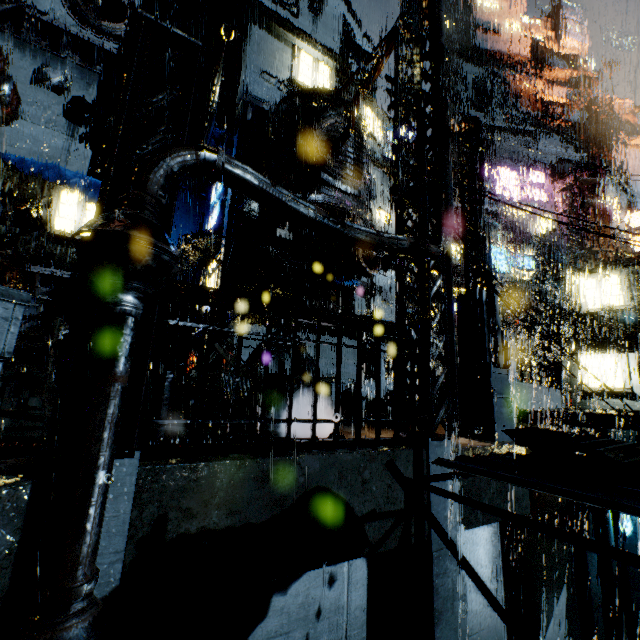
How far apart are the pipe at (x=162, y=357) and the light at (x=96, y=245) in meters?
16.8

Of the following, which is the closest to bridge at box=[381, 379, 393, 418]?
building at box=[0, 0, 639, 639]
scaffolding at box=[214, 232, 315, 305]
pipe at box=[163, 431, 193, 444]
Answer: Answer: building at box=[0, 0, 639, 639]

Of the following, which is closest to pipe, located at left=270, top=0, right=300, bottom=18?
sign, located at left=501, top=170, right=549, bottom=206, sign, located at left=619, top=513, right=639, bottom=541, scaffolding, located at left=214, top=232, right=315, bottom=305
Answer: scaffolding, located at left=214, top=232, right=315, bottom=305

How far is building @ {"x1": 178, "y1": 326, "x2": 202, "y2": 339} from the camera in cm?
2257

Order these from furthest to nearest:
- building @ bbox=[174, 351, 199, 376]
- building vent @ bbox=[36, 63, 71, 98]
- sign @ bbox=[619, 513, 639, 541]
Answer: building vent @ bbox=[36, 63, 71, 98], building @ bbox=[174, 351, 199, 376], sign @ bbox=[619, 513, 639, 541]

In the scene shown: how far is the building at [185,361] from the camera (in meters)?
21.71

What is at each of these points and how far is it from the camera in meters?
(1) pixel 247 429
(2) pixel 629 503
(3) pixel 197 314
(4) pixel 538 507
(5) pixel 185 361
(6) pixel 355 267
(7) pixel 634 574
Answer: (1) building, 8.8
(2) scaffolding, 1.5
(3) building, 24.6
(4) building, 11.5
(5) building, 24.3
(6) building vent, 18.0
(7) building, 17.9
